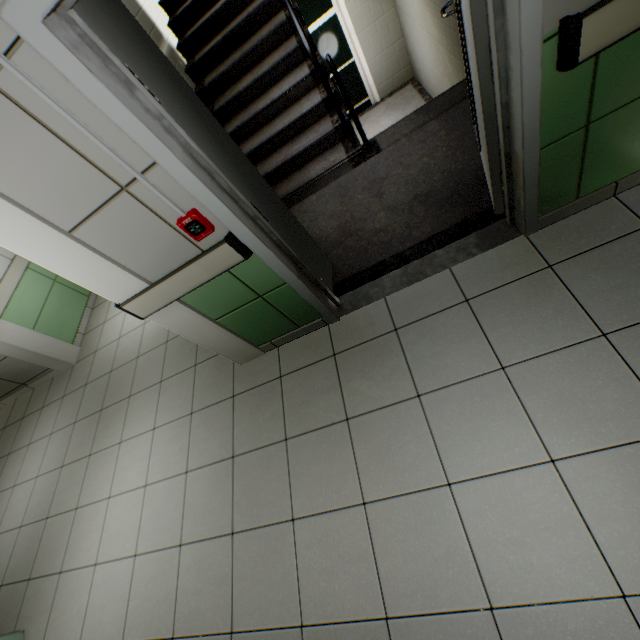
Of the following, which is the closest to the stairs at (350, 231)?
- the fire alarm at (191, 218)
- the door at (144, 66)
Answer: the door at (144, 66)

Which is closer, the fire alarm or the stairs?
the fire alarm

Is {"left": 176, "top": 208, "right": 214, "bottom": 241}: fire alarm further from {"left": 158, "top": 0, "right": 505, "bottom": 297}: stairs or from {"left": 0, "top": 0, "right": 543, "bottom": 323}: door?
{"left": 158, "top": 0, "right": 505, "bottom": 297}: stairs

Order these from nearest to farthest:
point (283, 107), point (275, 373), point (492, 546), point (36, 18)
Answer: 1. point (36, 18)
2. point (492, 546)
3. point (275, 373)
4. point (283, 107)

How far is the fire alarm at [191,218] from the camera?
1.61m

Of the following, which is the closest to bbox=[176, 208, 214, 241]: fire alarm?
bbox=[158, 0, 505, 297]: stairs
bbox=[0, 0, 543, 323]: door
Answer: bbox=[0, 0, 543, 323]: door

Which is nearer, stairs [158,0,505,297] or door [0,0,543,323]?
door [0,0,543,323]

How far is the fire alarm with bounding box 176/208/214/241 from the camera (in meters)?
1.61
